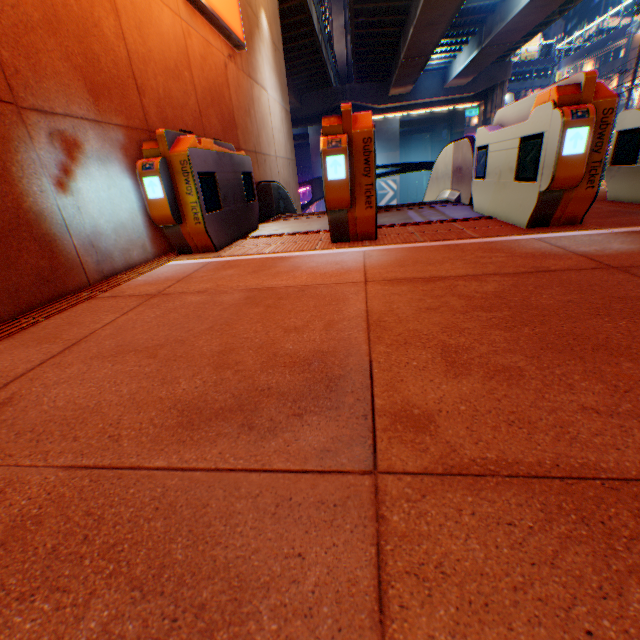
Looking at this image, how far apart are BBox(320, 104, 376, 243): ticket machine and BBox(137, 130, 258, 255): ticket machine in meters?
1.3

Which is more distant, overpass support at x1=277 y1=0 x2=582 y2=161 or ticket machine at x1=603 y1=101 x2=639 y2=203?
overpass support at x1=277 y1=0 x2=582 y2=161

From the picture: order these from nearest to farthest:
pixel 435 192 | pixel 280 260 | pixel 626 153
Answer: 1. pixel 280 260
2. pixel 626 153
3. pixel 435 192

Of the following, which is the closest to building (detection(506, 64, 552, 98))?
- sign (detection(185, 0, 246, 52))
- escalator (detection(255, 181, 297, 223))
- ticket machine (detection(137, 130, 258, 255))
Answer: escalator (detection(255, 181, 297, 223))

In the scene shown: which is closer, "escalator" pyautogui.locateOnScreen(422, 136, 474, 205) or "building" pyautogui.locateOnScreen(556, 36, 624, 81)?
"escalator" pyautogui.locateOnScreen(422, 136, 474, 205)

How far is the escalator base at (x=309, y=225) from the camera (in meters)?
4.60

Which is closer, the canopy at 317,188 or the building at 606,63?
the canopy at 317,188

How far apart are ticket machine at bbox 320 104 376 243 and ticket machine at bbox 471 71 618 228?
1.4m
